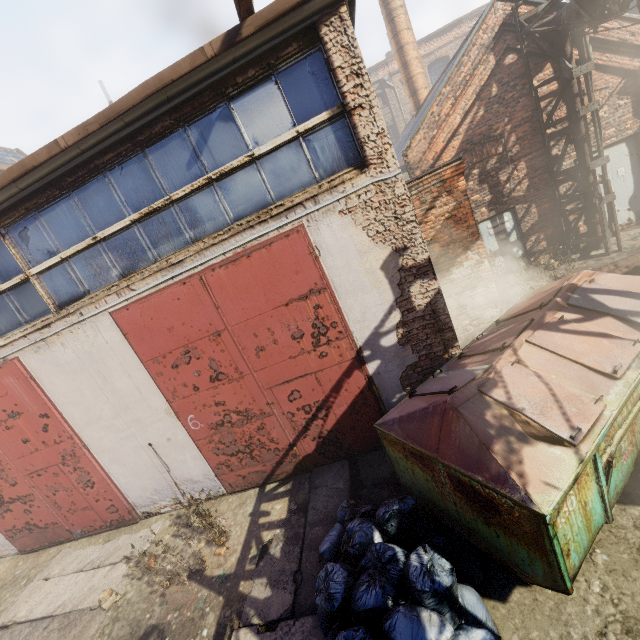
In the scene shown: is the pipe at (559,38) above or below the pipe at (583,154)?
above

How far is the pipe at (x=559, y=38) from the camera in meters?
7.9 m

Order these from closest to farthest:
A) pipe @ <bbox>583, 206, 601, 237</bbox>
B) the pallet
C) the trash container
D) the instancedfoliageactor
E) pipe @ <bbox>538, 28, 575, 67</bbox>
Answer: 1. the trash container
2. the pallet
3. the instancedfoliageactor
4. pipe @ <bbox>538, 28, 575, 67</bbox>
5. pipe @ <bbox>583, 206, 601, 237</bbox>

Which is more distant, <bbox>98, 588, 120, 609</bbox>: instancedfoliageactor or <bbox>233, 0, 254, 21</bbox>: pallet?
<bbox>98, 588, 120, 609</bbox>: instancedfoliageactor

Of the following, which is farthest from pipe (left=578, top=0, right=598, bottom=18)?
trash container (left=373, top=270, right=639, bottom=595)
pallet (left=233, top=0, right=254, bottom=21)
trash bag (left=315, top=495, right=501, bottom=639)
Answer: trash bag (left=315, top=495, right=501, bottom=639)

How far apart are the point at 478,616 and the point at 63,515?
8.67m

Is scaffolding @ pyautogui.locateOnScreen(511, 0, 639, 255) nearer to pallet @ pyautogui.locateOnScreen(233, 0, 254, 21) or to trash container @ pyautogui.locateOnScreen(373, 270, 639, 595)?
trash container @ pyautogui.locateOnScreen(373, 270, 639, 595)

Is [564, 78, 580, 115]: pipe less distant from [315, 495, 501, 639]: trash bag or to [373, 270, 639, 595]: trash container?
[373, 270, 639, 595]: trash container
